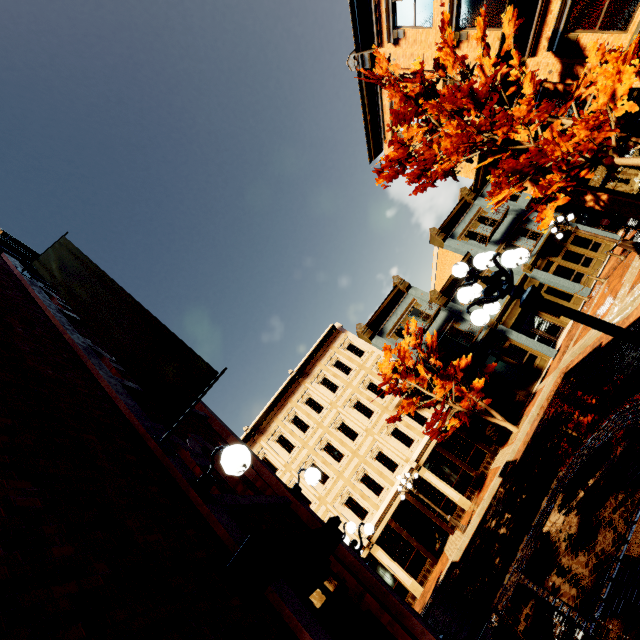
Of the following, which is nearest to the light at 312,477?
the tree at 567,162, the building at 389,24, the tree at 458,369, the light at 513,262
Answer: the light at 513,262

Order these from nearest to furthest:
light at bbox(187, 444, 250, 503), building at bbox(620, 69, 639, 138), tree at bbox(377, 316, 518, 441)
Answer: light at bbox(187, 444, 250, 503)
building at bbox(620, 69, 639, 138)
tree at bbox(377, 316, 518, 441)

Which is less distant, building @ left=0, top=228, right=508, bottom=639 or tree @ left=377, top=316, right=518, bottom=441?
building @ left=0, top=228, right=508, bottom=639

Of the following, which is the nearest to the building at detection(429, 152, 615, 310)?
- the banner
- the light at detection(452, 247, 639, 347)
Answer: the light at detection(452, 247, 639, 347)

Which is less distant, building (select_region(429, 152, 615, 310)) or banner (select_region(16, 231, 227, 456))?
banner (select_region(16, 231, 227, 456))

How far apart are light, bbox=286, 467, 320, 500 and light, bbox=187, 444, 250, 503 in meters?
2.7 m

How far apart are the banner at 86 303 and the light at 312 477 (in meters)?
2.88

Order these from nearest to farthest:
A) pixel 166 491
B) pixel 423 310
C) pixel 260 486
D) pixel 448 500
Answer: pixel 166 491
pixel 260 486
pixel 448 500
pixel 423 310
